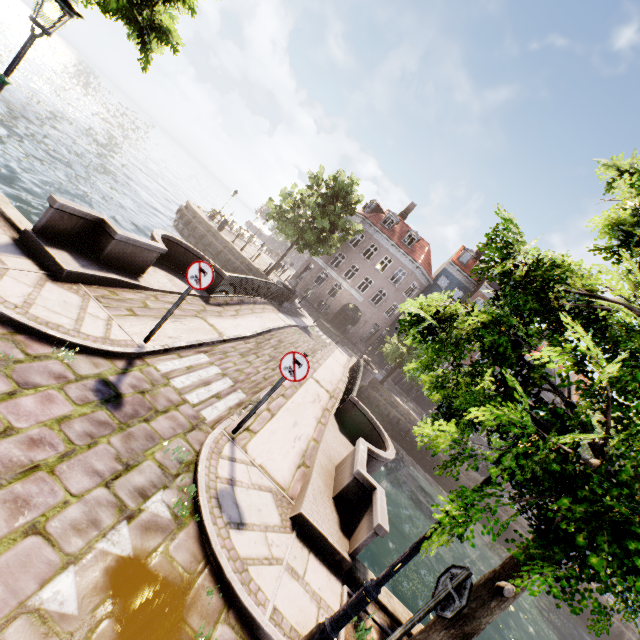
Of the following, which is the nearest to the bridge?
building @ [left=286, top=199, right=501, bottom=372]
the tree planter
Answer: the tree planter

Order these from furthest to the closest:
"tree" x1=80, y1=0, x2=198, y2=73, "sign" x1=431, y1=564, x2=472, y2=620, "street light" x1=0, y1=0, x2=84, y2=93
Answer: "tree" x1=80, y1=0, x2=198, y2=73
"street light" x1=0, y1=0, x2=84, y2=93
"sign" x1=431, y1=564, x2=472, y2=620

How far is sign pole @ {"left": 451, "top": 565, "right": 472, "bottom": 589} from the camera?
3.2m

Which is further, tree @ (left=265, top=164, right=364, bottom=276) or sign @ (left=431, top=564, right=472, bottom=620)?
tree @ (left=265, top=164, right=364, bottom=276)

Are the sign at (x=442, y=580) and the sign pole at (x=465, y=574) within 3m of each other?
yes

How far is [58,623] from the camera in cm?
243

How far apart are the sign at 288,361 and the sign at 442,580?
3.2m

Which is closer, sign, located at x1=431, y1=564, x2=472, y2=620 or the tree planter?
sign, located at x1=431, y1=564, x2=472, y2=620
